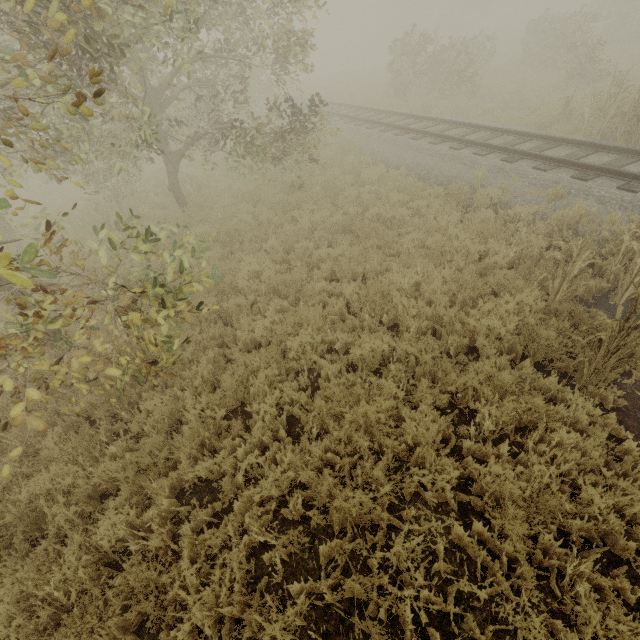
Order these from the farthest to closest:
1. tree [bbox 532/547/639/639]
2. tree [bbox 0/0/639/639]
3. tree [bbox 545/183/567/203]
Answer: tree [bbox 545/183/567/203] < tree [bbox 0/0/639/639] < tree [bbox 532/547/639/639]

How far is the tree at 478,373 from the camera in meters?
4.0

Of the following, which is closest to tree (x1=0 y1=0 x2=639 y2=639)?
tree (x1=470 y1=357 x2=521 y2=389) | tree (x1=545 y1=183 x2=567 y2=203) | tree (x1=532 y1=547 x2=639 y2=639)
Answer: tree (x1=470 y1=357 x2=521 y2=389)

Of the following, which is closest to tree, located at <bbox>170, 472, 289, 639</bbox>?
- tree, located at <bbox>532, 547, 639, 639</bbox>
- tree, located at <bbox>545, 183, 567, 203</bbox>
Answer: tree, located at <bbox>532, 547, 639, 639</bbox>

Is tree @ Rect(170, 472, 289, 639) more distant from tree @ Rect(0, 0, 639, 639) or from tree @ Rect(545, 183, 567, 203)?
tree @ Rect(545, 183, 567, 203)

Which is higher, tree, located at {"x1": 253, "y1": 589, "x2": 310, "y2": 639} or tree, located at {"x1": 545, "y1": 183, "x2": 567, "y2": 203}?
tree, located at {"x1": 545, "y1": 183, "x2": 567, "y2": 203}

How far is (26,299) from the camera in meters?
3.5 m
